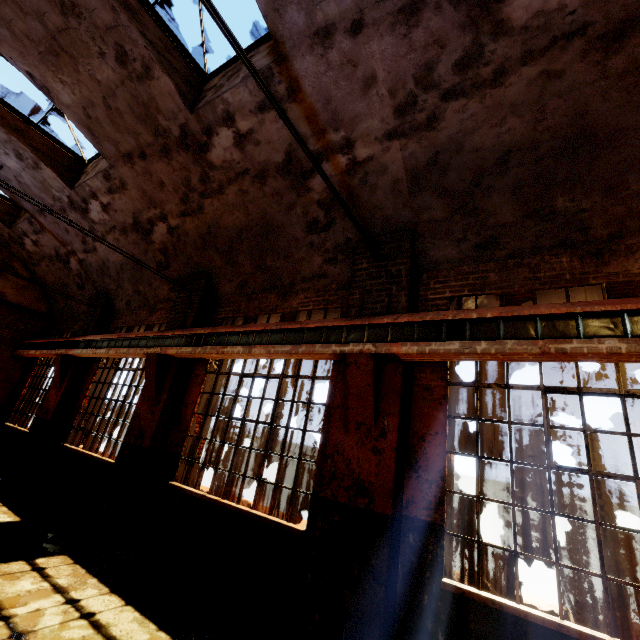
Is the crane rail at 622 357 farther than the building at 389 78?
No

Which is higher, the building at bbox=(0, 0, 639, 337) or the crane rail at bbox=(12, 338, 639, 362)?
the building at bbox=(0, 0, 639, 337)

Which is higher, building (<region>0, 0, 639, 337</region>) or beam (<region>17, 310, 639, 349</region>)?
building (<region>0, 0, 639, 337</region>)

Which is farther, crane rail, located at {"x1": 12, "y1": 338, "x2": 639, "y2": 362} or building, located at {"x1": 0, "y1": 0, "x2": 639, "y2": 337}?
building, located at {"x1": 0, "y1": 0, "x2": 639, "y2": 337}

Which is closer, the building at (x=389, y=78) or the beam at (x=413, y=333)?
the beam at (x=413, y=333)

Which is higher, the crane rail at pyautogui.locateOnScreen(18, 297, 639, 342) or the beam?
the crane rail at pyautogui.locateOnScreen(18, 297, 639, 342)

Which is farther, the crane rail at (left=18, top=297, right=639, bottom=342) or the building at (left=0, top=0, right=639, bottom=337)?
the building at (left=0, top=0, right=639, bottom=337)

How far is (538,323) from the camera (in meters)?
3.47
